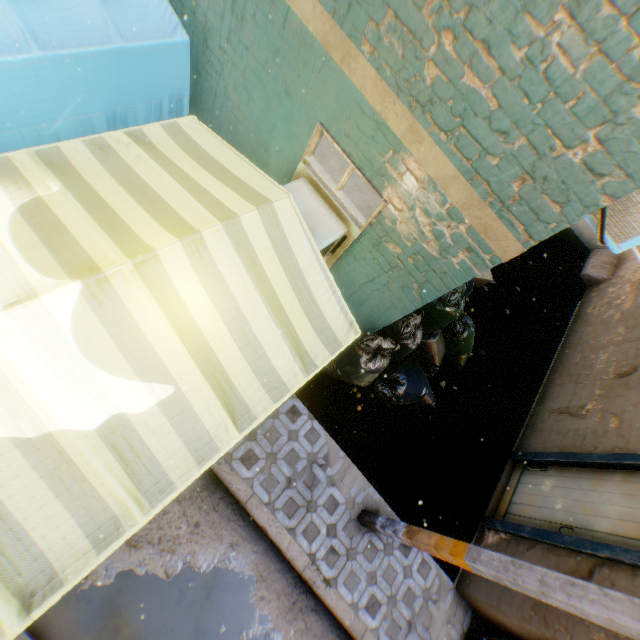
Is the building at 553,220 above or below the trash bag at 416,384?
above

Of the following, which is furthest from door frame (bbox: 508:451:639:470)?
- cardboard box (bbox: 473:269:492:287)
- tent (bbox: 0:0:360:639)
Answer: cardboard box (bbox: 473:269:492:287)

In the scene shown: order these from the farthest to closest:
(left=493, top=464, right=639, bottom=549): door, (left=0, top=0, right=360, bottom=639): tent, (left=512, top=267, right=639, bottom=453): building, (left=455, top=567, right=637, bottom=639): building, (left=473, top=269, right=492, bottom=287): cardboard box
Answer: (left=473, top=269, right=492, bottom=287): cardboard box
(left=512, top=267, right=639, bottom=453): building
(left=493, top=464, right=639, bottom=549): door
(left=455, top=567, right=637, bottom=639): building
(left=0, top=0, right=360, bottom=639): tent

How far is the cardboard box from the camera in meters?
6.8

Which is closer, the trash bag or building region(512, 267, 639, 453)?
the trash bag

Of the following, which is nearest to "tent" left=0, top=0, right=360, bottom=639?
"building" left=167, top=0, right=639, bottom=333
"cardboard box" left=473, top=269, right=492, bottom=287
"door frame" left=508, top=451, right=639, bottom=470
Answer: "building" left=167, top=0, right=639, bottom=333

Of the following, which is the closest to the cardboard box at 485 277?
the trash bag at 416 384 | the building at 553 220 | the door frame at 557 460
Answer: the building at 553 220

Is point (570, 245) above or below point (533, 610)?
below
